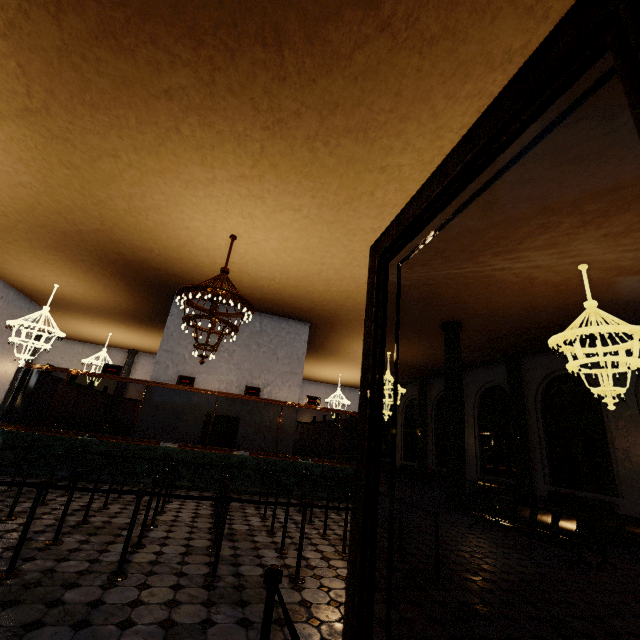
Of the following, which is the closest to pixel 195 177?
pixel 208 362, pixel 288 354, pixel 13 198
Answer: pixel 13 198
